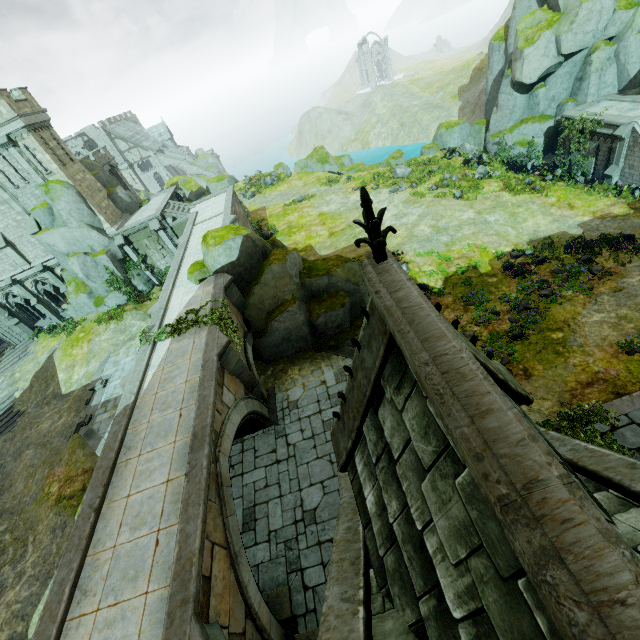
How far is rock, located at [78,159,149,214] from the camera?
29.8m

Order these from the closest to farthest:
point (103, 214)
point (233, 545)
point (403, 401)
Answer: point (403, 401), point (233, 545), point (103, 214)

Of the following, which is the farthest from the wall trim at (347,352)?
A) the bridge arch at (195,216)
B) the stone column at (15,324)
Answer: the stone column at (15,324)

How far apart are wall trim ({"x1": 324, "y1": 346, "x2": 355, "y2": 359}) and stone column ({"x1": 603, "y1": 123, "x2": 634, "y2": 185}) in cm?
1907

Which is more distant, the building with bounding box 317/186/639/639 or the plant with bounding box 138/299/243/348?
the plant with bounding box 138/299/243/348

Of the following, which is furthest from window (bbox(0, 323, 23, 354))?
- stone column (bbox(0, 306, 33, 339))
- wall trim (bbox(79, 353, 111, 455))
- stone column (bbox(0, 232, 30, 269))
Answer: wall trim (bbox(79, 353, 111, 455))

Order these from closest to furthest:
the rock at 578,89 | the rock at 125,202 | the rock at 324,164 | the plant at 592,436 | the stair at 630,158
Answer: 1. the plant at 592,436
2. the stair at 630,158
3. the rock at 578,89
4. the rock at 125,202
5. the rock at 324,164

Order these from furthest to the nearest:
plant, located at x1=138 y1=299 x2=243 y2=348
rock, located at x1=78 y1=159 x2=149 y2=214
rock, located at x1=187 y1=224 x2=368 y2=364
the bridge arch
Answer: rock, located at x1=78 y1=159 x2=149 y2=214, the bridge arch, rock, located at x1=187 y1=224 x2=368 y2=364, plant, located at x1=138 y1=299 x2=243 y2=348
